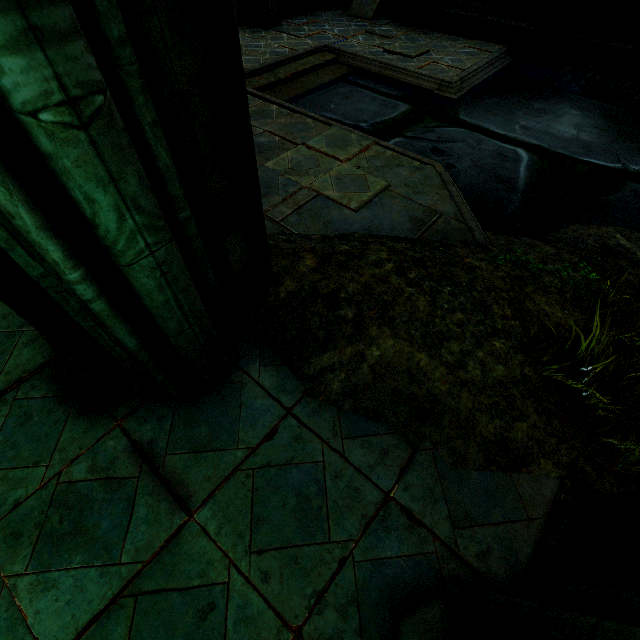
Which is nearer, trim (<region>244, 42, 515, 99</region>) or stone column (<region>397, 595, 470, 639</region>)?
stone column (<region>397, 595, 470, 639</region>)

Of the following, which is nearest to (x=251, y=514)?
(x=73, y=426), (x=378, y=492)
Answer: (x=378, y=492)

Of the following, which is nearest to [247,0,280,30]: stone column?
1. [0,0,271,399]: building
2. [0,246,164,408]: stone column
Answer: [0,0,271,399]: building

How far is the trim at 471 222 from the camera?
3.7m

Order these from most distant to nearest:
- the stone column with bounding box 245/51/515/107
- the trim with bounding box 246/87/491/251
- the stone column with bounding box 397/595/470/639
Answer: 1. the stone column with bounding box 245/51/515/107
2. the trim with bounding box 246/87/491/251
3. the stone column with bounding box 397/595/470/639

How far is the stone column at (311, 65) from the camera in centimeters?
638cm

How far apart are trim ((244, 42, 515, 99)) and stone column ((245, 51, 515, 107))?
0.0m
